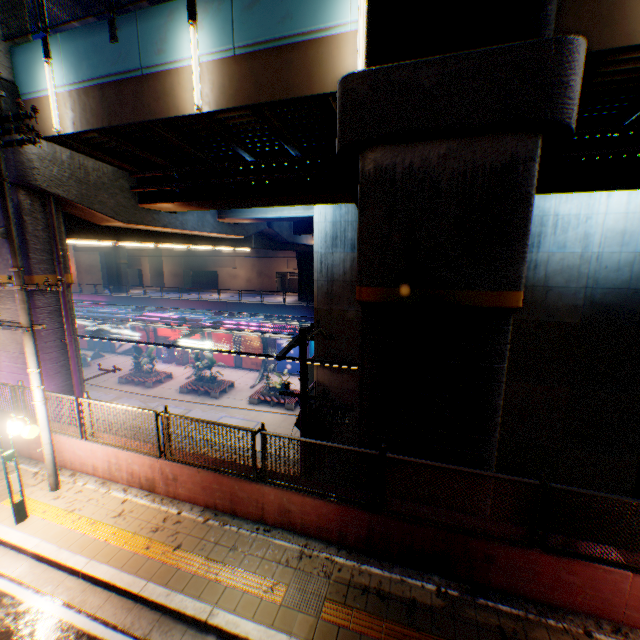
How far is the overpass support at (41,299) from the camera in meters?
10.7 m

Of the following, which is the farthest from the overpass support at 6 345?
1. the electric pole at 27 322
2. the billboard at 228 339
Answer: the billboard at 228 339

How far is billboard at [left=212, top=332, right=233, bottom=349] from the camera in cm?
3375

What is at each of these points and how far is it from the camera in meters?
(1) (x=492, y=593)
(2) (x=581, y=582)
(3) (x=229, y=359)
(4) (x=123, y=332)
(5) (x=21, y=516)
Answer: (1) concrete curb, 5.5
(2) concrete block, 5.1
(3) billboard, 34.3
(4) billboard, 38.2
(5) street lamp, 7.0

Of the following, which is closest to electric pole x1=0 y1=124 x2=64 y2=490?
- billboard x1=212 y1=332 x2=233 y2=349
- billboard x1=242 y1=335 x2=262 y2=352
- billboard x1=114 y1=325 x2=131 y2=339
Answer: billboard x1=242 y1=335 x2=262 y2=352

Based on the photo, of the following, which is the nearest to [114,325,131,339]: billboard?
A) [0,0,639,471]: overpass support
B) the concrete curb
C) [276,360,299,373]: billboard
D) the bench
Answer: [0,0,639,471]: overpass support

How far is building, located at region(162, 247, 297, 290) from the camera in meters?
53.1

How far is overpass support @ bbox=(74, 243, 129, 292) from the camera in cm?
4431
